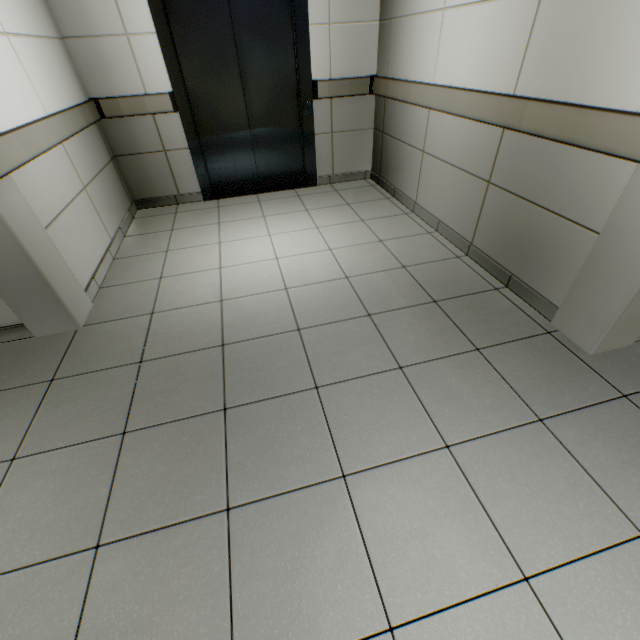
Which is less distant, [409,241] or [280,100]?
[409,241]
